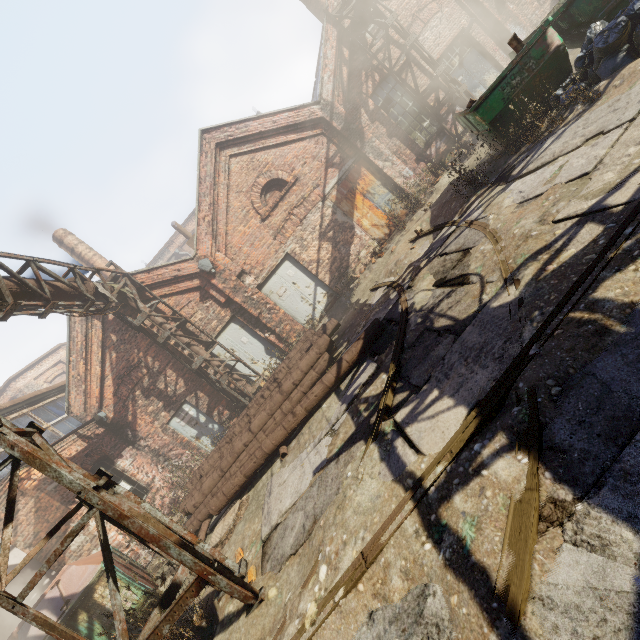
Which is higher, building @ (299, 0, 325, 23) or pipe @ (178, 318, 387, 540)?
building @ (299, 0, 325, 23)

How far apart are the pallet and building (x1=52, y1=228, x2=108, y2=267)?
17.5 meters

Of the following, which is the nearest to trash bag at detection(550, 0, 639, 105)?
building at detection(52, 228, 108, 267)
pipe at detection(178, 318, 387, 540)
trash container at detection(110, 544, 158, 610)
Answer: pipe at detection(178, 318, 387, 540)

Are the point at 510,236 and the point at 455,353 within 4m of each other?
yes

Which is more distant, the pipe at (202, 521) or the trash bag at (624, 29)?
the pipe at (202, 521)

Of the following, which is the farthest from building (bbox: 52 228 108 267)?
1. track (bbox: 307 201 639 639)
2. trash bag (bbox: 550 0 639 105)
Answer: trash bag (bbox: 550 0 639 105)

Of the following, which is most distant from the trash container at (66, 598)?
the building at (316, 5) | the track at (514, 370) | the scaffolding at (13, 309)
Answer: the building at (316, 5)

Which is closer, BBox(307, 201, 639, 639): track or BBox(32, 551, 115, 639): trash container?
BBox(307, 201, 639, 639): track
